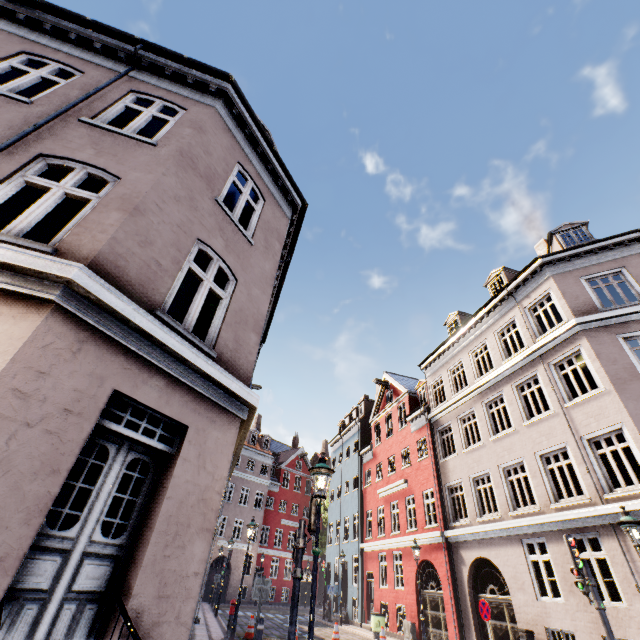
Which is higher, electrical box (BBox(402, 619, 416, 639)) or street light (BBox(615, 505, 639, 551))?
street light (BBox(615, 505, 639, 551))

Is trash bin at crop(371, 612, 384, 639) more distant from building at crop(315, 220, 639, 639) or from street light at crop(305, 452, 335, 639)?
street light at crop(305, 452, 335, 639)

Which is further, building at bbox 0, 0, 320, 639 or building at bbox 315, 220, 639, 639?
building at bbox 315, 220, 639, 639

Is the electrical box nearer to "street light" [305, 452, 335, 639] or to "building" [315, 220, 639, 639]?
"building" [315, 220, 639, 639]

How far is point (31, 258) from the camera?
3.40m

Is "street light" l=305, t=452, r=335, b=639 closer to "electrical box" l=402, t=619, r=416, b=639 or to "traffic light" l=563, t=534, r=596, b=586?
"traffic light" l=563, t=534, r=596, b=586

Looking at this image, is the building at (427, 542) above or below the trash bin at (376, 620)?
above

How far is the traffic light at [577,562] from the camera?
8.23m
